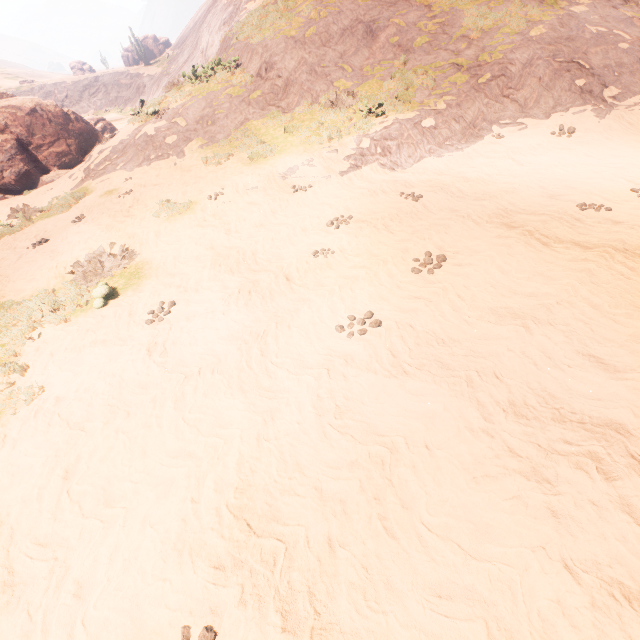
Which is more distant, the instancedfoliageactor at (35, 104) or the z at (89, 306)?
the instancedfoliageactor at (35, 104)

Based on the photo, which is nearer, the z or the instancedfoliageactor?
the z

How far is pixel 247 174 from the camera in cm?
967
